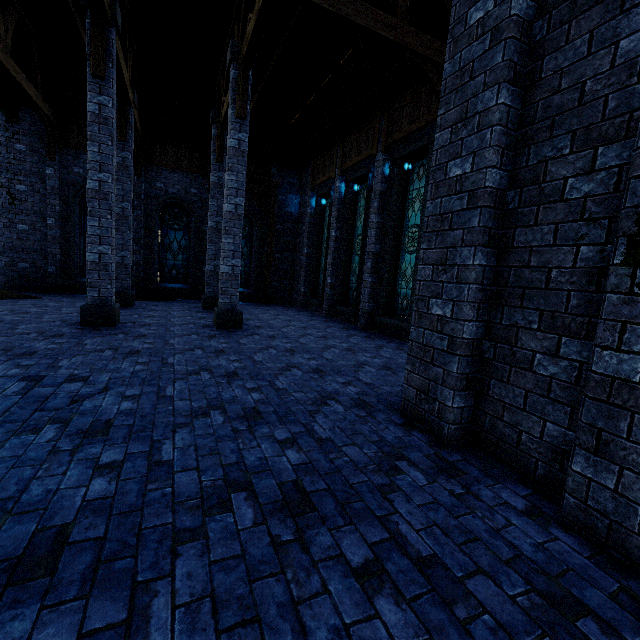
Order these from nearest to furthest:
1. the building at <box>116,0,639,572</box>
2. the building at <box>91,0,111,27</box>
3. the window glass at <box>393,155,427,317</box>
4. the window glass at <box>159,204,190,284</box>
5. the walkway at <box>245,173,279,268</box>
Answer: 1. the building at <box>116,0,639,572</box>
2. the building at <box>91,0,111,27</box>
3. the window glass at <box>393,155,427,317</box>
4. the window glass at <box>159,204,190,284</box>
5. the walkway at <box>245,173,279,268</box>

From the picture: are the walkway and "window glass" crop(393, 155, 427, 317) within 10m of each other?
yes

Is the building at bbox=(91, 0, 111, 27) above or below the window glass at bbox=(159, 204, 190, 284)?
above

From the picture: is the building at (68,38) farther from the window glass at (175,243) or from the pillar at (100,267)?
the window glass at (175,243)

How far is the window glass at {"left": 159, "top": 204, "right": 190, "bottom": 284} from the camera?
15.10m

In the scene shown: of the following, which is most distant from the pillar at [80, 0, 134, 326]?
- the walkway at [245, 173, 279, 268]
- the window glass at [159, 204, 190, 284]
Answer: the window glass at [159, 204, 190, 284]

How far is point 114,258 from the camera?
8.0 meters

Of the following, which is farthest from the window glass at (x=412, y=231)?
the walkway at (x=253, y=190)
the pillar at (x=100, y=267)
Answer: the walkway at (x=253, y=190)
